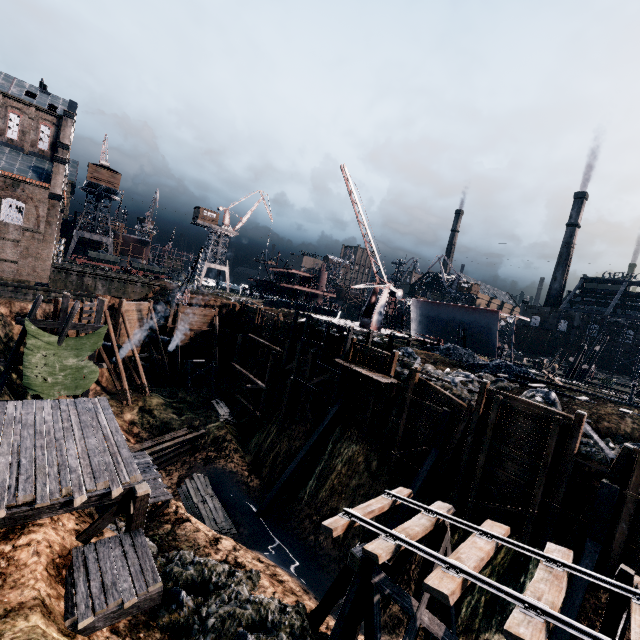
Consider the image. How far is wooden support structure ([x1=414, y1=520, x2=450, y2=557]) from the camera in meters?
12.5

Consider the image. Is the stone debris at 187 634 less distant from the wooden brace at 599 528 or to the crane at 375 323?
the wooden brace at 599 528

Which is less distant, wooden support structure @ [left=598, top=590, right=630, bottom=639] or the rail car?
wooden support structure @ [left=598, top=590, right=630, bottom=639]

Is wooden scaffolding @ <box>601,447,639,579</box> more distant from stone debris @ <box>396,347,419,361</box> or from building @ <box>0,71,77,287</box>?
building @ <box>0,71,77,287</box>

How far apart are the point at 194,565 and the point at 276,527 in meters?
11.6

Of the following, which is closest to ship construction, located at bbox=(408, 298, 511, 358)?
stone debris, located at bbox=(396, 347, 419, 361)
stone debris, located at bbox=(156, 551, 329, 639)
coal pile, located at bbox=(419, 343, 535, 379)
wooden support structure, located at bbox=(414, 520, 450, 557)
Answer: coal pile, located at bbox=(419, 343, 535, 379)

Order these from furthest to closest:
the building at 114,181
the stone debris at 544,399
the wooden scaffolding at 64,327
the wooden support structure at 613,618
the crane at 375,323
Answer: the building at 114,181
the crane at 375,323
the wooden scaffolding at 64,327
the stone debris at 544,399
the wooden support structure at 613,618

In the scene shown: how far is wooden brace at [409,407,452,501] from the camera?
20.0 meters
